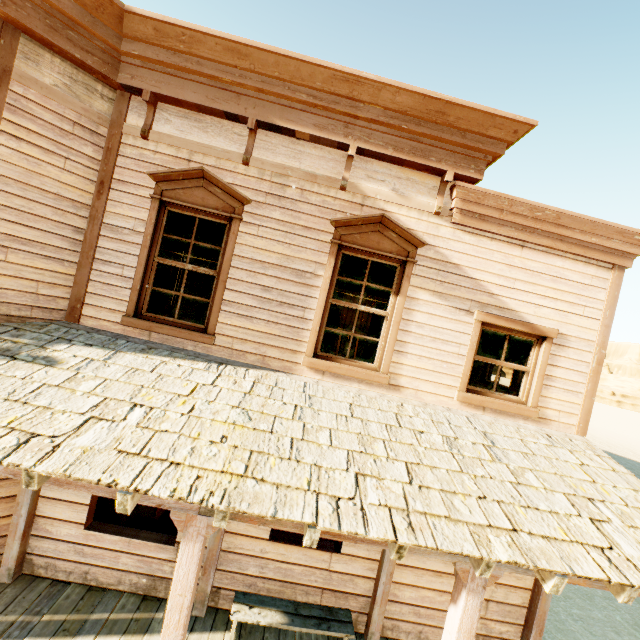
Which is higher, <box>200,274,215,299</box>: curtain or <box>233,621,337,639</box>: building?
<box>200,274,215,299</box>: curtain

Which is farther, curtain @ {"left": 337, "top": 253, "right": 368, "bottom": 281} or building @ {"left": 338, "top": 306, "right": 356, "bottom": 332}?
building @ {"left": 338, "top": 306, "right": 356, "bottom": 332}

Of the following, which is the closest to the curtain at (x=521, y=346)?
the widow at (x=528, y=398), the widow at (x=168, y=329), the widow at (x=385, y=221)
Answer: the widow at (x=528, y=398)

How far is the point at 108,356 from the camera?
3.8m

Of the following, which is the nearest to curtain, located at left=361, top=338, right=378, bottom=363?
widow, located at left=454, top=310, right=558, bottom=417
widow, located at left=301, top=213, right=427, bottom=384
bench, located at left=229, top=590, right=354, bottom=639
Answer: widow, located at left=301, top=213, right=427, bottom=384

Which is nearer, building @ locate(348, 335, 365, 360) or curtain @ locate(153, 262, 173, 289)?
curtain @ locate(153, 262, 173, 289)

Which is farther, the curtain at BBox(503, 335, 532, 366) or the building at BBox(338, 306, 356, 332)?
the building at BBox(338, 306, 356, 332)

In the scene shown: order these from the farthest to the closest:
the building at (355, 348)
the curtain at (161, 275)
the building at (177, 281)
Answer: the building at (177, 281), the building at (355, 348), the curtain at (161, 275)
